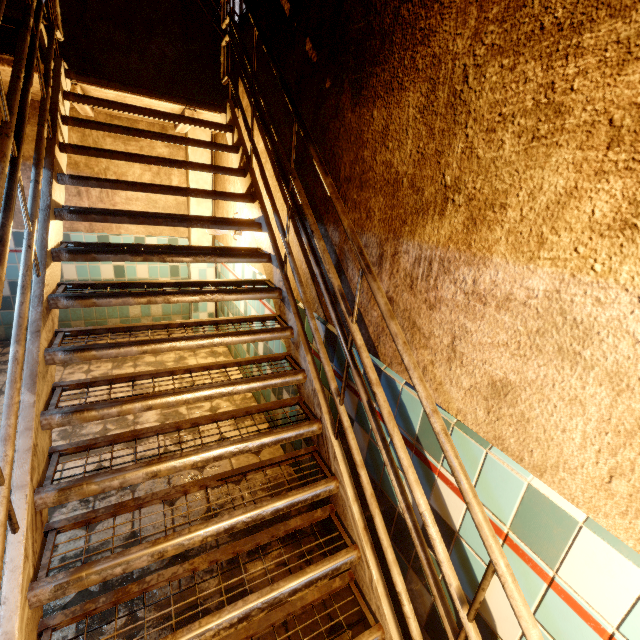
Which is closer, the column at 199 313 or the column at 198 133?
the column at 198 133

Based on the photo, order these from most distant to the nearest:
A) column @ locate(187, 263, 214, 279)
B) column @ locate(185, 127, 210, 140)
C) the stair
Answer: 1. column @ locate(187, 263, 214, 279)
2. column @ locate(185, 127, 210, 140)
3. the stair

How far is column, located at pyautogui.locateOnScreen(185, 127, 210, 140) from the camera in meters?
4.3 m

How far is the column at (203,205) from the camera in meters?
4.6 m

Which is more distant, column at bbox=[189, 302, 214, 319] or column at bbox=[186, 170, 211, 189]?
column at bbox=[189, 302, 214, 319]

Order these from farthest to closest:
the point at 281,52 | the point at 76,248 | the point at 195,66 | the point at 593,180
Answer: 1. the point at 195,66
2. the point at 281,52
3. the point at 76,248
4. the point at 593,180

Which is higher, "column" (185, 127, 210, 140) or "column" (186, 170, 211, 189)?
"column" (185, 127, 210, 140)
